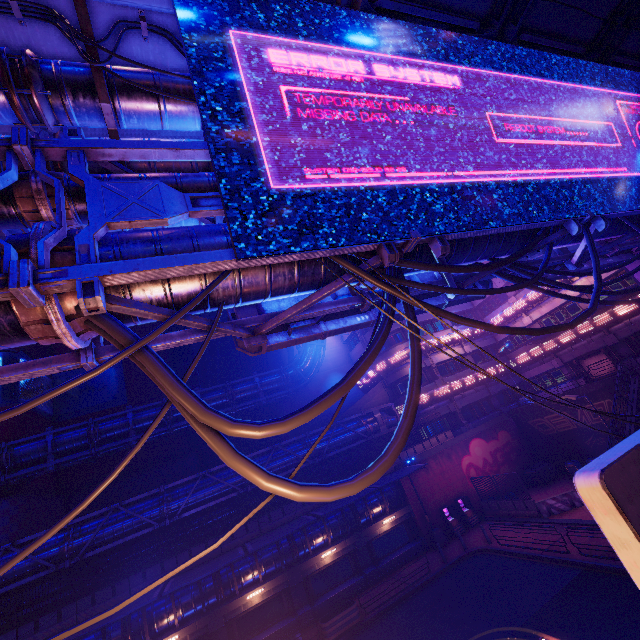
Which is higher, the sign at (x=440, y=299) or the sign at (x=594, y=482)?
the sign at (x=440, y=299)

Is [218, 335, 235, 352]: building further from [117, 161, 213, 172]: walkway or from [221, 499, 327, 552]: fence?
[117, 161, 213, 172]: walkway

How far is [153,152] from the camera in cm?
468

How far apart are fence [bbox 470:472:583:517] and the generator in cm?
512

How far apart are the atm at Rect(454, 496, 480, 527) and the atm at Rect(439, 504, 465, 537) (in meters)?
0.46

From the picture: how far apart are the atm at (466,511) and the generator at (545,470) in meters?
6.5 m

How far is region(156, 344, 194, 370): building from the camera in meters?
37.2

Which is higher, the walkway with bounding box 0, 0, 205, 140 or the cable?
the walkway with bounding box 0, 0, 205, 140
